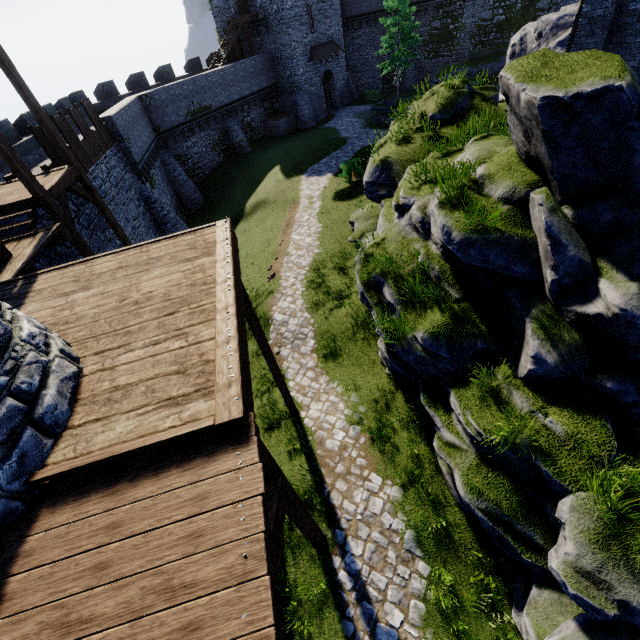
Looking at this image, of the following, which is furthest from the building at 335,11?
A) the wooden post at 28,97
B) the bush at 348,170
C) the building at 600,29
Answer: the wooden post at 28,97

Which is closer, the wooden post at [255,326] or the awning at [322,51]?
the wooden post at [255,326]

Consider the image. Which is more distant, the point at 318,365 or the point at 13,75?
the point at 318,365

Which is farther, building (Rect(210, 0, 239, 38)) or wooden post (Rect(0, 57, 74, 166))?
building (Rect(210, 0, 239, 38))

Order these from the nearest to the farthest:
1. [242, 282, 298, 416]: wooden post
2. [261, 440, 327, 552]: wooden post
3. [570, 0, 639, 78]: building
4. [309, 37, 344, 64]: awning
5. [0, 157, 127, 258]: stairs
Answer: [261, 440, 327, 552]: wooden post < [242, 282, 298, 416]: wooden post < [0, 157, 127, 258]: stairs < [570, 0, 639, 78]: building < [309, 37, 344, 64]: awning

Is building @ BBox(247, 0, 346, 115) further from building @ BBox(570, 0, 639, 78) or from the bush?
building @ BBox(570, 0, 639, 78)

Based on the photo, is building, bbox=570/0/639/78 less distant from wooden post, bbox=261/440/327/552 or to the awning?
wooden post, bbox=261/440/327/552

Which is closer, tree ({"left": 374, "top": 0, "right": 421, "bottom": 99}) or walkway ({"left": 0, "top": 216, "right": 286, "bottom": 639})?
walkway ({"left": 0, "top": 216, "right": 286, "bottom": 639})
